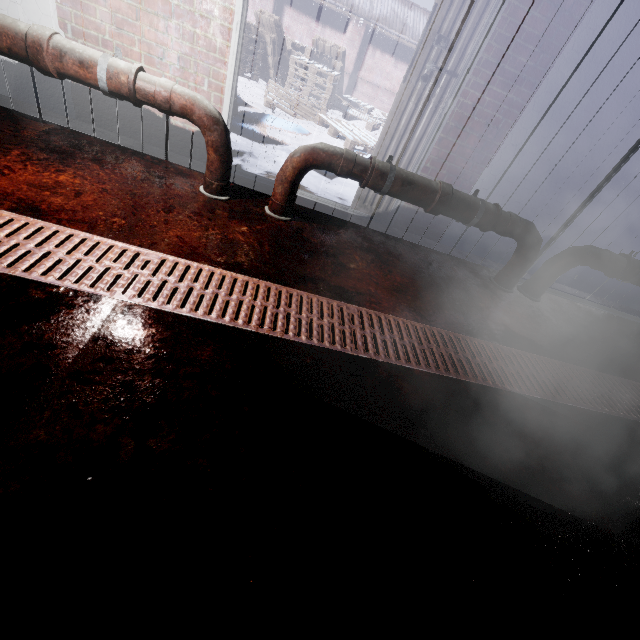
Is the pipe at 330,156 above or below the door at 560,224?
below

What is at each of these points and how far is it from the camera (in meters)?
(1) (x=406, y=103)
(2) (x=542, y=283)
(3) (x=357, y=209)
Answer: (1) door, 2.42
(2) pipe, 2.77
(3) door, 2.95

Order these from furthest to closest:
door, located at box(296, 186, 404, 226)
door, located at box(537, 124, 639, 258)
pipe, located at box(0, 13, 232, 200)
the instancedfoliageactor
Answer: the instancedfoliageactor → door, located at box(296, 186, 404, 226) → door, located at box(537, 124, 639, 258) → pipe, located at box(0, 13, 232, 200)

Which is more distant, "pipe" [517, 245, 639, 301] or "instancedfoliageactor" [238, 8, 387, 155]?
"instancedfoliageactor" [238, 8, 387, 155]

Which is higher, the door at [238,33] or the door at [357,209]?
the door at [238,33]

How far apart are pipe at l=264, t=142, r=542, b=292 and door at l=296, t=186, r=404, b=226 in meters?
0.4

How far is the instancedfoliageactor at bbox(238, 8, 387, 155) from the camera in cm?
595

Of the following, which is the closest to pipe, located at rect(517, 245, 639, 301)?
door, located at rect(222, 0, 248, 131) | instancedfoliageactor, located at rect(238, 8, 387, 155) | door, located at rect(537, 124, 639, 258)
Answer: door, located at rect(537, 124, 639, 258)
